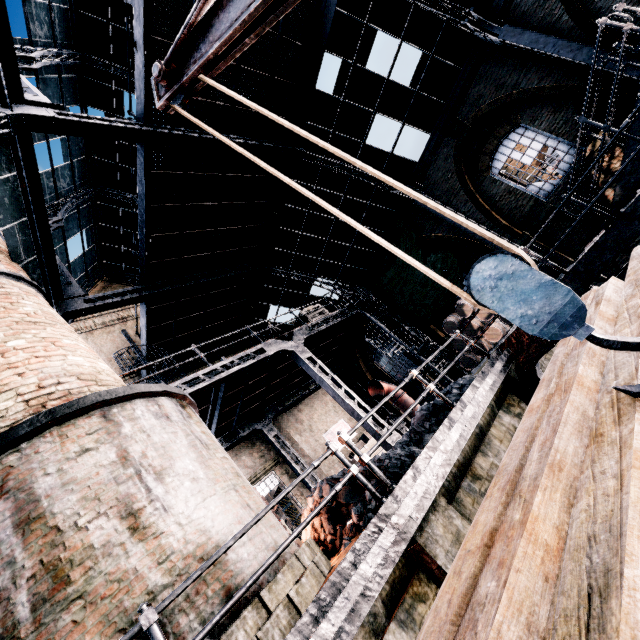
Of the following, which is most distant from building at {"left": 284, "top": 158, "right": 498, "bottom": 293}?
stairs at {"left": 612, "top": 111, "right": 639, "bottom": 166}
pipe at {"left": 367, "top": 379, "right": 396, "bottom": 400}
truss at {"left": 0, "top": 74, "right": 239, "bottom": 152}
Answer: pipe at {"left": 367, "top": 379, "right": 396, "bottom": 400}

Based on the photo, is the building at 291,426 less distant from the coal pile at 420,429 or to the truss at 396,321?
the truss at 396,321

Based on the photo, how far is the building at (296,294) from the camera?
18.25m

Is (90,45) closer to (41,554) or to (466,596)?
(41,554)

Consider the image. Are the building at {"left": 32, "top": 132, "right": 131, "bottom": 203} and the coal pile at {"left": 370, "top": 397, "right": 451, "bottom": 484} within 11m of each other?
no

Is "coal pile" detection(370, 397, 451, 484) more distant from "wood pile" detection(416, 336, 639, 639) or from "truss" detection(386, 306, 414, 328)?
"wood pile" detection(416, 336, 639, 639)

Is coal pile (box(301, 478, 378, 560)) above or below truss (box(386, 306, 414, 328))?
below

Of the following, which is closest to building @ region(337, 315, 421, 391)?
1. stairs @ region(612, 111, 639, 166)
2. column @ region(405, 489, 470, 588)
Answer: stairs @ region(612, 111, 639, 166)
